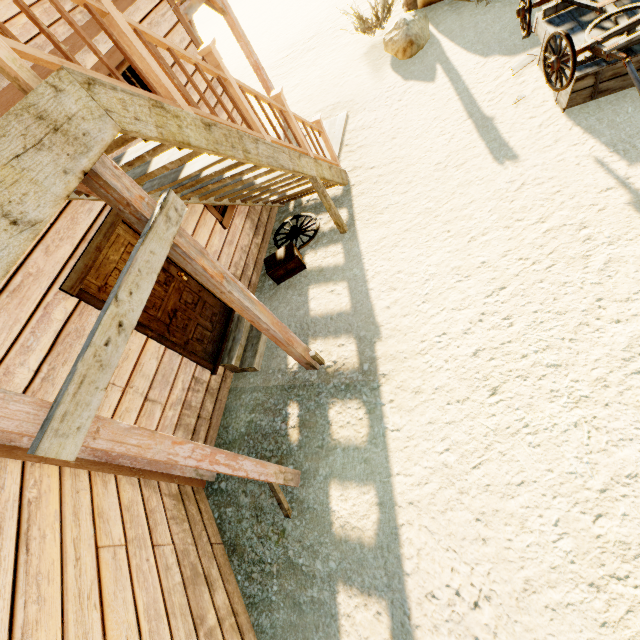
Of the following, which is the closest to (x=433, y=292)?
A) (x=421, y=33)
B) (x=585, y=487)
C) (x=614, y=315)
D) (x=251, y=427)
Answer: (x=614, y=315)

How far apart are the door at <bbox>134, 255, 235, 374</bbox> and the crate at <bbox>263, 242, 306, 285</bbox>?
0.8 meters

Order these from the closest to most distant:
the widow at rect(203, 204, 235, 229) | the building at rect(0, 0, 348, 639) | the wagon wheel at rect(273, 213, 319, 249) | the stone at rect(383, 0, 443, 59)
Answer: the building at rect(0, 0, 348, 639) < the widow at rect(203, 204, 235, 229) < the wagon wheel at rect(273, 213, 319, 249) < the stone at rect(383, 0, 443, 59)

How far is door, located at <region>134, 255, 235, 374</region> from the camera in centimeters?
396cm

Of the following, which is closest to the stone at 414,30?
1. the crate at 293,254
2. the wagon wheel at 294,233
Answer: the wagon wheel at 294,233

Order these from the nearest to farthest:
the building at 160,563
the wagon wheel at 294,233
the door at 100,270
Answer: the building at 160,563 < the door at 100,270 < the wagon wheel at 294,233

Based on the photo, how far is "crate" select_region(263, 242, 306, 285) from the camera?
5.4 meters

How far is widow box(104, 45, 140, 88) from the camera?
3.8 meters
